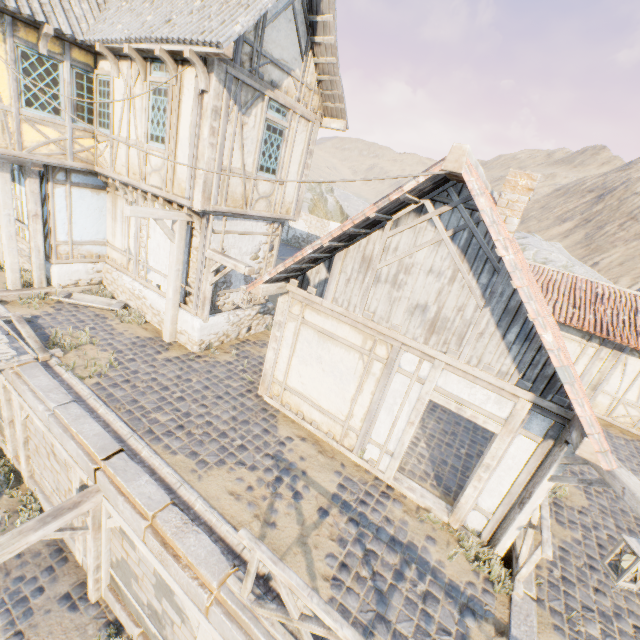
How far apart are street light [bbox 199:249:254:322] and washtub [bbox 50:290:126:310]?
3.0m

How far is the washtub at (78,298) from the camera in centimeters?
985cm

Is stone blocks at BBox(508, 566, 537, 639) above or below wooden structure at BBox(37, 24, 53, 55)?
below

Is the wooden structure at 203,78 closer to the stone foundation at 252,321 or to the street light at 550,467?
the stone foundation at 252,321

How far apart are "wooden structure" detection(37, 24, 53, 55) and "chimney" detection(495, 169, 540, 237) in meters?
10.5 m

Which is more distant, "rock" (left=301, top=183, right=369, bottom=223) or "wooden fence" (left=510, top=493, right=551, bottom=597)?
"rock" (left=301, top=183, right=369, bottom=223)

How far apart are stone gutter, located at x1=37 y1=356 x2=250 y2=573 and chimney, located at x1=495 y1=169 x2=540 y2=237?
7.0m

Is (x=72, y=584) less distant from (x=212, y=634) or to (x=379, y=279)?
(x=212, y=634)
